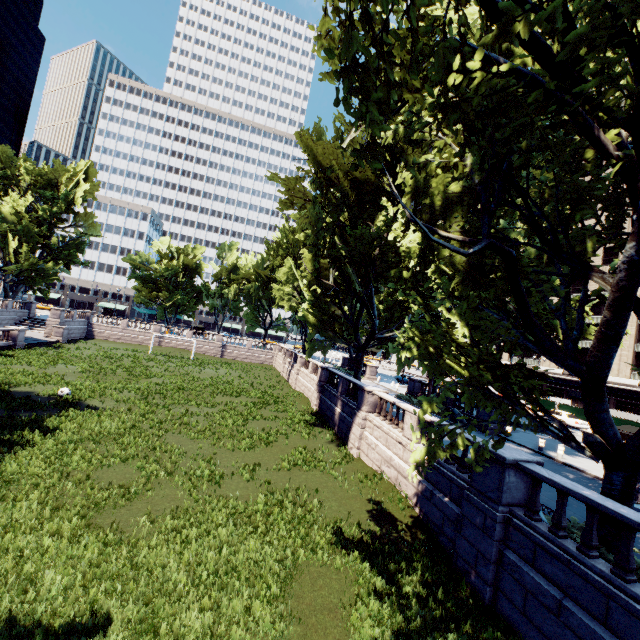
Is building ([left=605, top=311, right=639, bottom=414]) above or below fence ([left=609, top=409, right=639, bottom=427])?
above

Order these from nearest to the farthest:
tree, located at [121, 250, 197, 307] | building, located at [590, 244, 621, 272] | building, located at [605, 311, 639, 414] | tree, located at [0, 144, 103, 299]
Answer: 1. building, located at [605, 311, 639, 414]
2. tree, located at [0, 144, 103, 299]
3. building, located at [590, 244, 621, 272]
4. tree, located at [121, 250, 197, 307]

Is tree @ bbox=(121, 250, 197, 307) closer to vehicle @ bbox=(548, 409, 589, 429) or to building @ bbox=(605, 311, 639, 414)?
building @ bbox=(605, 311, 639, 414)

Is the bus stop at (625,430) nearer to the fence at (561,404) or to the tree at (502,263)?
the tree at (502,263)

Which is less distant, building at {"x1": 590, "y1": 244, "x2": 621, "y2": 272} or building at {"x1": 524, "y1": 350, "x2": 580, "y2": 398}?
building at {"x1": 590, "y1": 244, "x2": 621, "y2": 272}

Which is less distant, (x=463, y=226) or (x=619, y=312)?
(x=619, y=312)

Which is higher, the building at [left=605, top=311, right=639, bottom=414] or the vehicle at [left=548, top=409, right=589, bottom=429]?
the building at [left=605, top=311, right=639, bottom=414]

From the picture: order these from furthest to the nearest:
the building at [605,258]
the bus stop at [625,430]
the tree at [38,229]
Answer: the building at [605,258] → the tree at [38,229] → the bus stop at [625,430]
